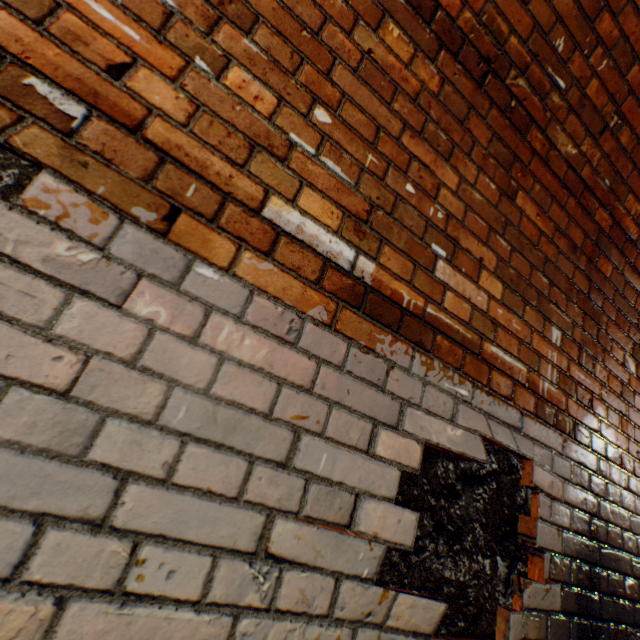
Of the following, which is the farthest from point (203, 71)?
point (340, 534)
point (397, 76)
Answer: point (340, 534)
